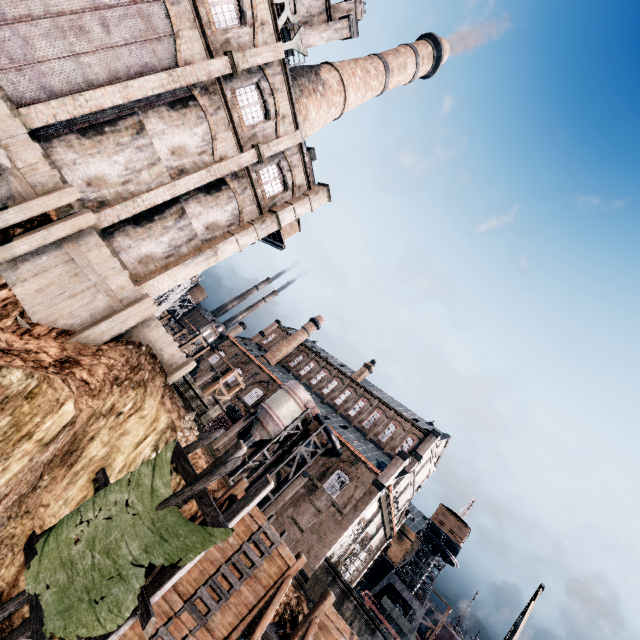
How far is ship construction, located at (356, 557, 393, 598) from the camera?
56.8 meters

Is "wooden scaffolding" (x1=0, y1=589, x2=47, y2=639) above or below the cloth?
below

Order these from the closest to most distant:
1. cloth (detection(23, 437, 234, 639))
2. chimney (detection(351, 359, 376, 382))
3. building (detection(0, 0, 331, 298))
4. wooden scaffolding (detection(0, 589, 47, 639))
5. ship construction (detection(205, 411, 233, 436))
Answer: cloth (detection(23, 437, 234, 639)) → wooden scaffolding (detection(0, 589, 47, 639)) → building (detection(0, 0, 331, 298)) → ship construction (detection(205, 411, 233, 436)) → chimney (detection(351, 359, 376, 382))

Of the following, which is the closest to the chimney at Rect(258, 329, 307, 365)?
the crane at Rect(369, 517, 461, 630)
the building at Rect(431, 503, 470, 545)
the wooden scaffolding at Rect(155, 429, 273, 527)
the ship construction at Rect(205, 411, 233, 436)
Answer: the ship construction at Rect(205, 411, 233, 436)

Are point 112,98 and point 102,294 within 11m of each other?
yes

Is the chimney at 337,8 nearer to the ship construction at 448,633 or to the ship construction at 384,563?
the ship construction at 384,563

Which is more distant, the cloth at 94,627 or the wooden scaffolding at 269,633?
the wooden scaffolding at 269,633

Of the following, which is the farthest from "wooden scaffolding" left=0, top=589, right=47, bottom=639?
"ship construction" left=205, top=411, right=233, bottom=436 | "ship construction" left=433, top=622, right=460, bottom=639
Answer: "ship construction" left=433, top=622, right=460, bottom=639
